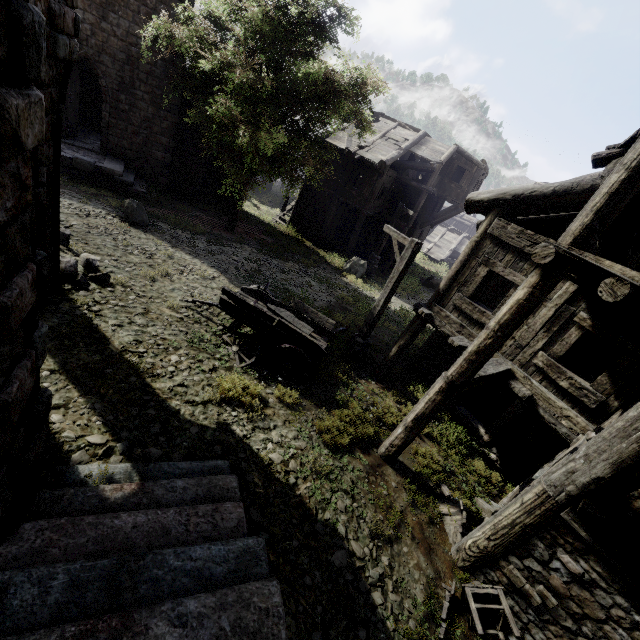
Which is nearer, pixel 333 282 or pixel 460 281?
pixel 460 281

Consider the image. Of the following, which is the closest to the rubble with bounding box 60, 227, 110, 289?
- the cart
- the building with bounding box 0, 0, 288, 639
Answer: the building with bounding box 0, 0, 288, 639

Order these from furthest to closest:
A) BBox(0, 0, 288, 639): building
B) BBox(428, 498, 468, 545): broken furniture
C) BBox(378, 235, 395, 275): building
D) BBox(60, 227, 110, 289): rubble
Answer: BBox(378, 235, 395, 275): building < BBox(60, 227, 110, 289): rubble < BBox(428, 498, 468, 545): broken furniture < BBox(0, 0, 288, 639): building

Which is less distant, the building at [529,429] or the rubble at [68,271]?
the building at [529,429]

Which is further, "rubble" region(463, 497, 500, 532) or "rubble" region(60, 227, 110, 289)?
"rubble" region(60, 227, 110, 289)

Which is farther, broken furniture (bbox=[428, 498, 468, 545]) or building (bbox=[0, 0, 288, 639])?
broken furniture (bbox=[428, 498, 468, 545])

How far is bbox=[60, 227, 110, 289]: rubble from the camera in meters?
7.7

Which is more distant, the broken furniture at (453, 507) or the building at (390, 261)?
the building at (390, 261)
